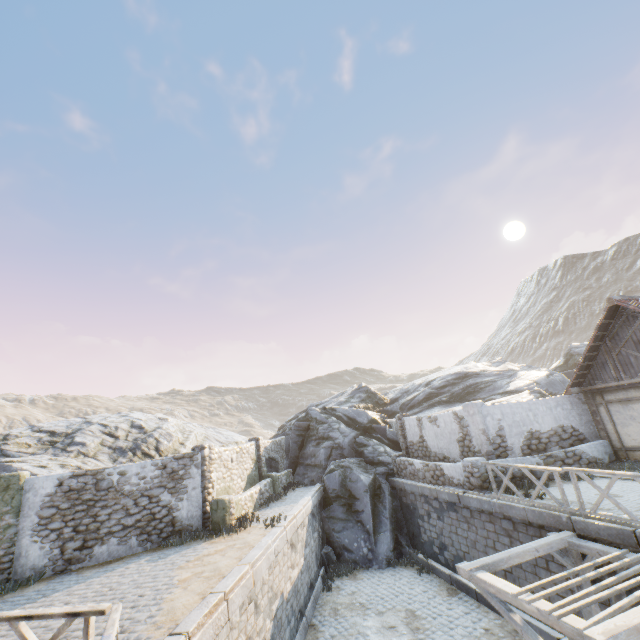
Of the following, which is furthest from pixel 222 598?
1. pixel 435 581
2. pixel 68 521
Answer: pixel 435 581

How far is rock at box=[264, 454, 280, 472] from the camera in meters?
19.7

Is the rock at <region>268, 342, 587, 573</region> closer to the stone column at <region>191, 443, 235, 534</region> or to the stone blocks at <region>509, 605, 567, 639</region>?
the stone blocks at <region>509, 605, 567, 639</region>

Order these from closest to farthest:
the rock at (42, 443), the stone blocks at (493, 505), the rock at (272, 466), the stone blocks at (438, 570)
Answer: the stone blocks at (493, 505) < the stone blocks at (438, 570) < the rock at (42, 443) < the rock at (272, 466)

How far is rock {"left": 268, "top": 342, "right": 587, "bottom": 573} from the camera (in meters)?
15.84

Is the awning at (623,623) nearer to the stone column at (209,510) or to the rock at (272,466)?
the stone column at (209,510)

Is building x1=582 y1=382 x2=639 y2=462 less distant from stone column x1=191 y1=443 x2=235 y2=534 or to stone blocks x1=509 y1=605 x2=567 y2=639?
stone blocks x1=509 y1=605 x2=567 y2=639

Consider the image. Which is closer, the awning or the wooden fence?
the wooden fence
